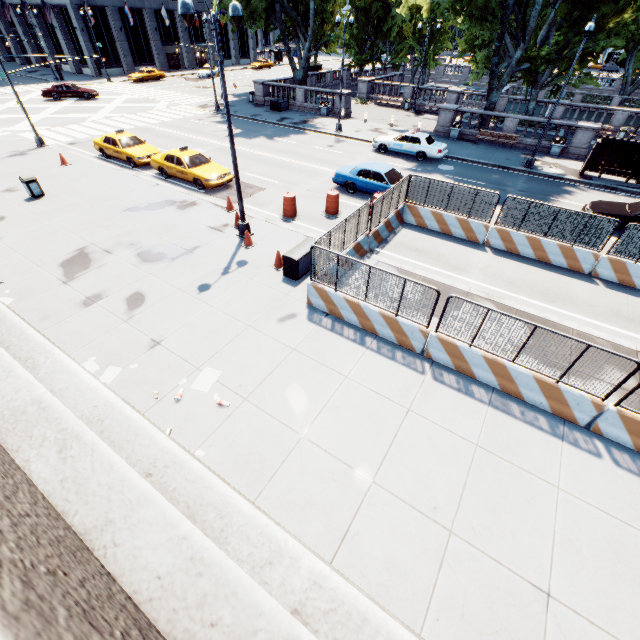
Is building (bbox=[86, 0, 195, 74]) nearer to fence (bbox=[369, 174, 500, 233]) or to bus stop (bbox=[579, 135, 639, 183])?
fence (bbox=[369, 174, 500, 233])

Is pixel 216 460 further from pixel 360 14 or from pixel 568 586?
pixel 360 14

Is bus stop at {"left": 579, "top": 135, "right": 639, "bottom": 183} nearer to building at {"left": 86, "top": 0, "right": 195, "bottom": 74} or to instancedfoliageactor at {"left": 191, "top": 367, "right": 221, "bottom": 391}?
instancedfoliageactor at {"left": 191, "top": 367, "right": 221, "bottom": 391}

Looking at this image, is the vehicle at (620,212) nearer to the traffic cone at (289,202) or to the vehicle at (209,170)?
the traffic cone at (289,202)

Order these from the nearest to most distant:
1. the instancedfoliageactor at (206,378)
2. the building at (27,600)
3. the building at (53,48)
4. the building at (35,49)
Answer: the building at (27,600) < the instancedfoliageactor at (206,378) < the building at (53,48) < the building at (35,49)

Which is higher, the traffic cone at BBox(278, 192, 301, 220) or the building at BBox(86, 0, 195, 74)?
the building at BBox(86, 0, 195, 74)

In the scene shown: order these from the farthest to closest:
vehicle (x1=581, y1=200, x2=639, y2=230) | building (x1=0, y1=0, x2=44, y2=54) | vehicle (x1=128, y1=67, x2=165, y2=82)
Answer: building (x1=0, y1=0, x2=44, y2=54)
vehicle (x1=128, y1=67, x2=165, y2=82)
vehicle (x1=581, y1=200, x2=639, y2=230)

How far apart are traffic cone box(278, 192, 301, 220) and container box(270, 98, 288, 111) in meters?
23.4
